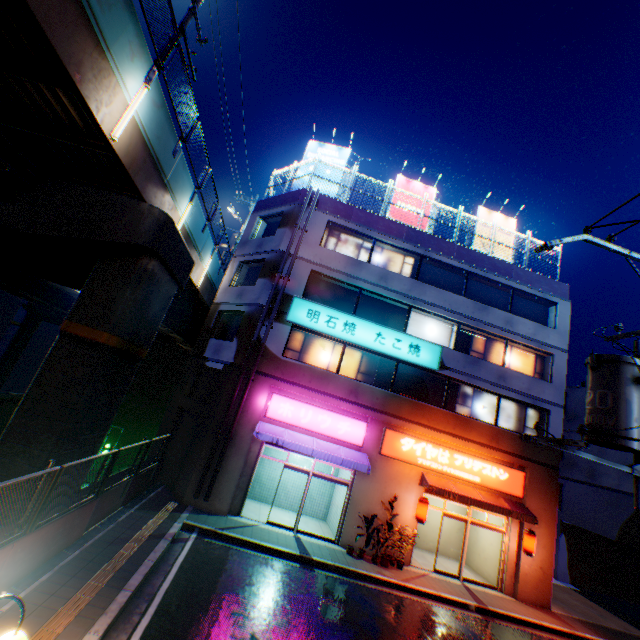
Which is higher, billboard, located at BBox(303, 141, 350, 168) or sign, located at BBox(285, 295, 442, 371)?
billboard, located at BBox(303, 141, 350, 168)

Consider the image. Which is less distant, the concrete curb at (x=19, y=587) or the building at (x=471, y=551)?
the concrete curb at (x=19, y=587)

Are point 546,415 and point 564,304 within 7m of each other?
yes

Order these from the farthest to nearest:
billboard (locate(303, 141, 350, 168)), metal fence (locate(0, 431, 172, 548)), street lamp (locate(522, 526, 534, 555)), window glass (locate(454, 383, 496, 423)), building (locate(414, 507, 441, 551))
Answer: billboard (locate(303, 141, 350, 168)) < building (locate(414, 507, 441, 551)) < window glass (locate(454, 383, 496, 423)) < street lamp (locate(522, 526, 534, 555)) < metal fence (locate(0, 431, 172, 548))

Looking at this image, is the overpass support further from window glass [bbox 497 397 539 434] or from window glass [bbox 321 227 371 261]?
window glass [bbox 497 397 539 434]

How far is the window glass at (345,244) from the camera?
17.3m

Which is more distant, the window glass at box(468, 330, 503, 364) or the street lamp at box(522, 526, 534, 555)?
the window glass at box(468, 330, 503, 364)

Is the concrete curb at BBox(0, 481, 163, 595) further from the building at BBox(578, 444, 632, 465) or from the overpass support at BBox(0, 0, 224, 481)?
the overpass support at BBox(0, 0, 224, 481)
